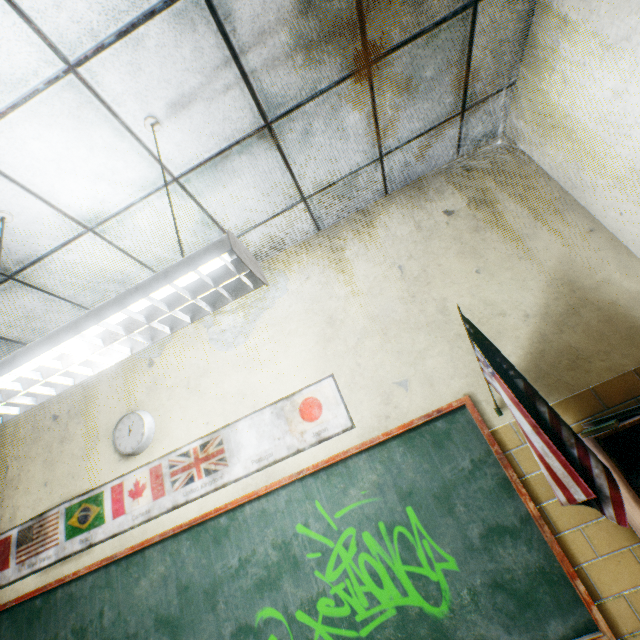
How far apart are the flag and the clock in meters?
2.5

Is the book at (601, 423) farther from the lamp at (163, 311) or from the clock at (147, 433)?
the clock at (147, 433)

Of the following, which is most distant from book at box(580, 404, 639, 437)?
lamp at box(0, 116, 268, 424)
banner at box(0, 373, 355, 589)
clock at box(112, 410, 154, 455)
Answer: clock at box(112, 410, 154, 455)

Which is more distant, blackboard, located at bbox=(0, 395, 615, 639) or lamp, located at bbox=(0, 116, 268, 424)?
blackboard, located at bbox=(0, 395, 615, 639)

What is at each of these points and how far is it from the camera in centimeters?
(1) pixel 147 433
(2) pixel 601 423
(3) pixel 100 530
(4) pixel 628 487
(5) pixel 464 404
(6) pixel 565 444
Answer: (1) clock, 261cm
(2) book, 166cm
(3) banner, 249cm
(4) bookcase, 148cm
(5) blackboard, 206cm
(6) flag, 138cm

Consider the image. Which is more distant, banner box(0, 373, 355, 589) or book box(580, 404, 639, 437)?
banner box(0, 373, 355, 589)

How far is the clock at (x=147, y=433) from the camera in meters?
2.6 m

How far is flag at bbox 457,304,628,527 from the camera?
1.28m
